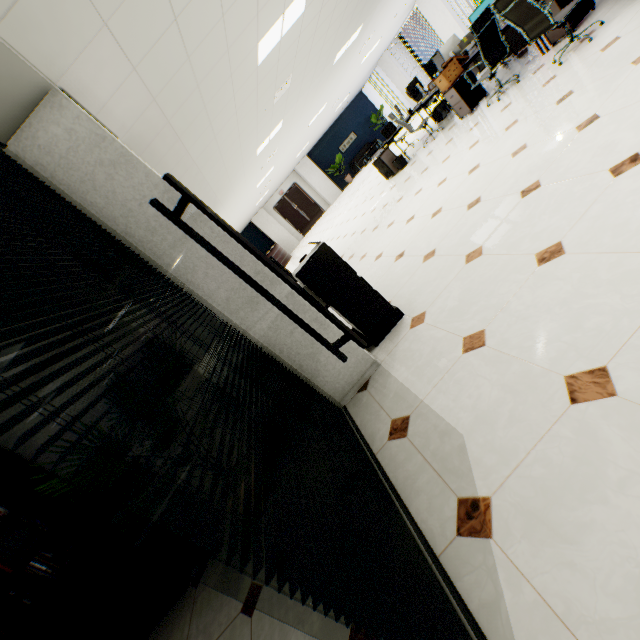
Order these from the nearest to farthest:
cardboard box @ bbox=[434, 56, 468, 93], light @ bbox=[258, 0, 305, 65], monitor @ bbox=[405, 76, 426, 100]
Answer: light @ bbox=[258, 0, 305, 65]
cardboard box @ bbox=[434, 56, 468, 93]
monitor @ bbox=[405, 76, 426, 100]

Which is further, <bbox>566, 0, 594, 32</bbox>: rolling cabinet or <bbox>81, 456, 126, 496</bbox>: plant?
<bbox>566, 0, 594, 32</bbox>: rolling cabinet

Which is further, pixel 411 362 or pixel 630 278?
pixel 411 362

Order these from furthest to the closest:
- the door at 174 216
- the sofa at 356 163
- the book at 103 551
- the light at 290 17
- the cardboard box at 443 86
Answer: the sofa at 356 163
the cardboard box at 443 86
the light at 290 17
the book at 103 551
the door at 174 216

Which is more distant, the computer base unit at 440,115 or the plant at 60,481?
the computer base unit at 440,115

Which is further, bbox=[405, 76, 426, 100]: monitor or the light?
bbox=[405, 76, 426, 100]: monitor

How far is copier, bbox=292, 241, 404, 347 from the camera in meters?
2.8

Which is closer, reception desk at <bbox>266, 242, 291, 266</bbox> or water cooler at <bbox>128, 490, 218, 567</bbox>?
water cooler at <bbox>128, 490, 218, 567</bbox>
